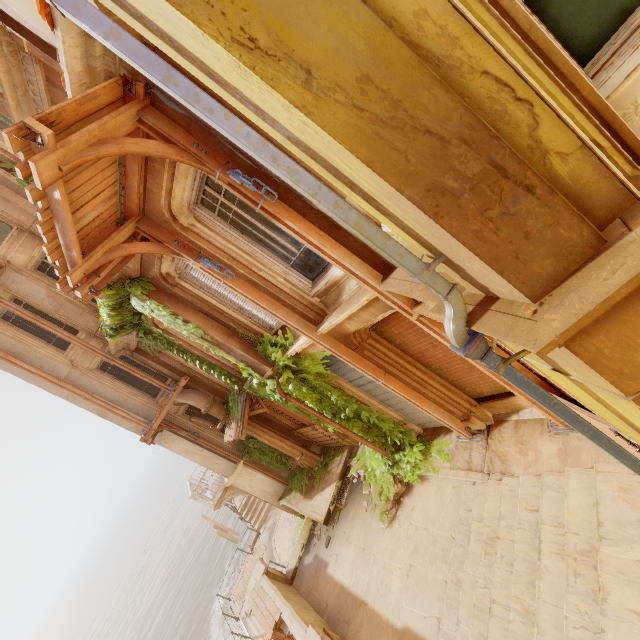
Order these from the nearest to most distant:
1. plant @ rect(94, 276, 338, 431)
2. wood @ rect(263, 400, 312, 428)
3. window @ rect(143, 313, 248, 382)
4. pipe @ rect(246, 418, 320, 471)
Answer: plant @ rect(94, 276, 338, 431), window @ rect(143, 313, 248, 382), wood @ rect(263, 400, 312, 428), pipe @ rect(246, 418, 320, 471)

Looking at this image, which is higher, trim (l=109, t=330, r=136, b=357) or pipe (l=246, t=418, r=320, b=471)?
trim (l=109, t=330, r=136, b=357)

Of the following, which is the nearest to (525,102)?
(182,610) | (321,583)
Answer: (321,583)

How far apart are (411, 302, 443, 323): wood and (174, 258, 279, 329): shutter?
3.6m

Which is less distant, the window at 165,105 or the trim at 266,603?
the window at 165,105

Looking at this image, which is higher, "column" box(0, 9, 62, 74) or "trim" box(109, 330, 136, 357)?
"column" box(0, 9, 62, 74)

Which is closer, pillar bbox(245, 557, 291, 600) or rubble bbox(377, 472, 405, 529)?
rubble bbox(377, 472, 405, 529)

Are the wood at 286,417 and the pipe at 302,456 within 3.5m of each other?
yes
